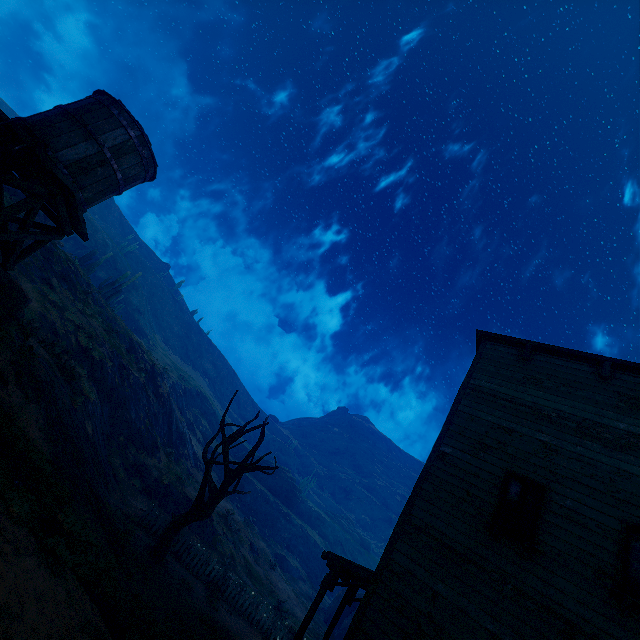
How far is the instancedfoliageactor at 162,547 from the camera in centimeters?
1194cm

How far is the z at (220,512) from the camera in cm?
2078

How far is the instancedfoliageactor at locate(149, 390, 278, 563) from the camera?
11.94m

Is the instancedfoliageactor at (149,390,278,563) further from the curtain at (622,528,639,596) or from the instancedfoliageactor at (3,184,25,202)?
the instancedfoliageactor at (3,184,25,202)

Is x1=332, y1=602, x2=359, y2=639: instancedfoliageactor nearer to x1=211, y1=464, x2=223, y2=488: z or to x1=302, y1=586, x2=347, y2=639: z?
x1=302, y1=586, x2=347, y2=639: z

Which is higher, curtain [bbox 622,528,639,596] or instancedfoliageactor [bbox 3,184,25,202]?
instancedfoliageactor [bbox 3,184,25,202]

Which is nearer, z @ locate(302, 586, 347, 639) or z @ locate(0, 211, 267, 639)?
z @ locate(0, 211, 267, 639)

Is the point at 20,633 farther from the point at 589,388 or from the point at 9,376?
the point at 589,388
